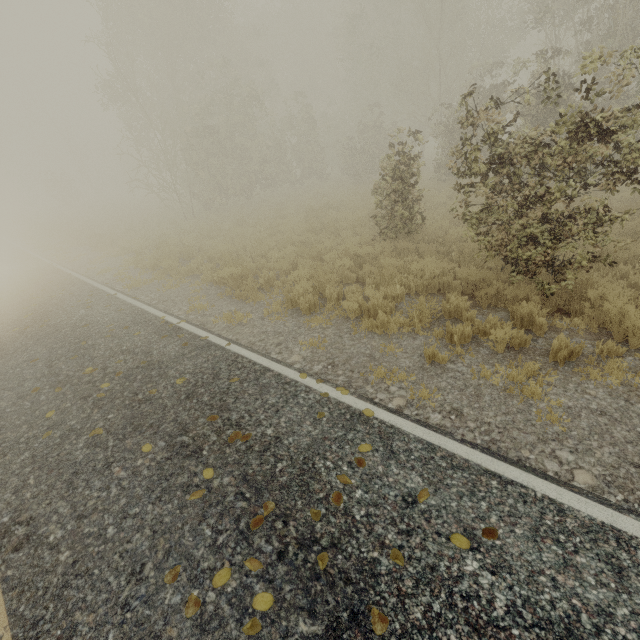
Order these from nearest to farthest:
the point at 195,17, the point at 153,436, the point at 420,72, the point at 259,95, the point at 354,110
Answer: the point at 153,436 < the point at 420,72 < the point at 259,95 < the point at 195,17 < the point at 354,110

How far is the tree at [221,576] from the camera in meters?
2.6 m

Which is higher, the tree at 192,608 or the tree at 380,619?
the tree at 192,608

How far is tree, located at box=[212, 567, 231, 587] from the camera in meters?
→ 2.6
